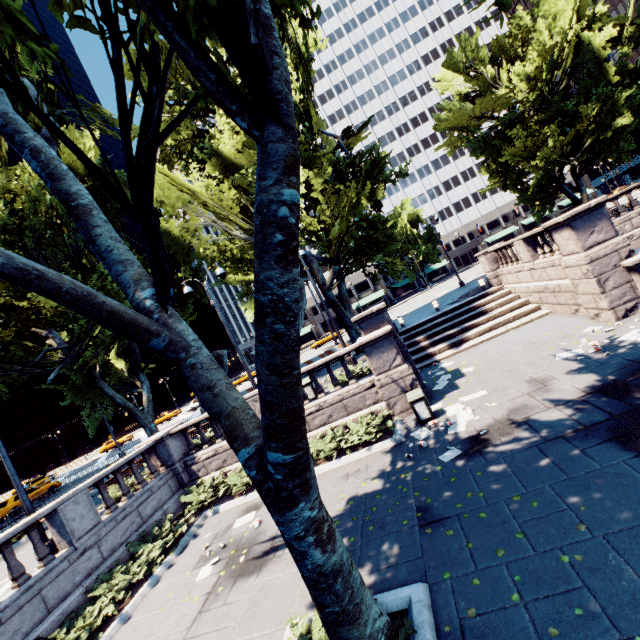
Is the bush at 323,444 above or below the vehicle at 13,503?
below

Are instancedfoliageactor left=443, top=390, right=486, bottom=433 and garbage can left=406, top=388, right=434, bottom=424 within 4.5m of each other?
yes

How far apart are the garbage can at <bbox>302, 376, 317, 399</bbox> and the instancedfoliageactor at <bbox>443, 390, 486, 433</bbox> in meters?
5.1 m

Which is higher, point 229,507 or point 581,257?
point 581,257

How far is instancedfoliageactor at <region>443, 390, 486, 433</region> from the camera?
9.1m

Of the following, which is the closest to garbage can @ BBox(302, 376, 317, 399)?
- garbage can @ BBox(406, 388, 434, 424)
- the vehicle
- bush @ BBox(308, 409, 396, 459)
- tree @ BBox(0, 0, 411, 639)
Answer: bush @ BBox(308, 409, 396, 459)

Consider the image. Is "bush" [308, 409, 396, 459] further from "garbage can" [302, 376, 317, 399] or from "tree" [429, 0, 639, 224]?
"tree" [429, 0, 639, 224]

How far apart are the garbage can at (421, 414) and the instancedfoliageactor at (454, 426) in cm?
20
